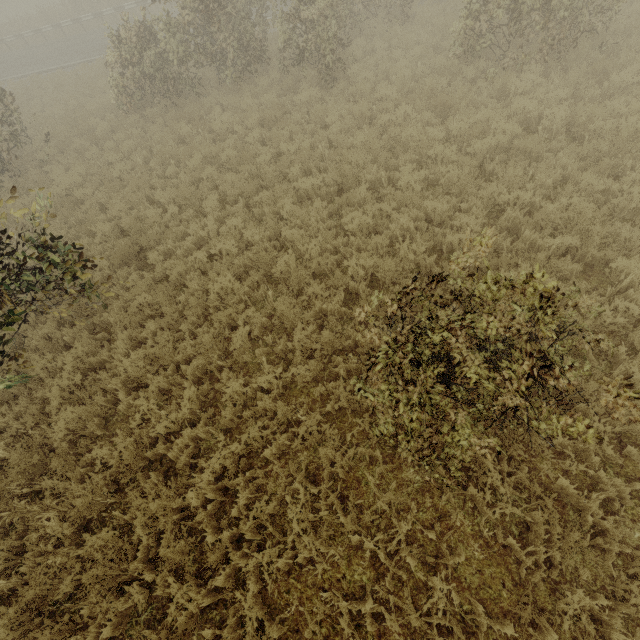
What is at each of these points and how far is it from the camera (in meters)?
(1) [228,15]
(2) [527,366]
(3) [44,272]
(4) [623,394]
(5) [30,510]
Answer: (1) tree, 11.24
(2) tree, 1.80
(3) tree, 4.52
(4) tree, 1.93
(5) tree, 4.86

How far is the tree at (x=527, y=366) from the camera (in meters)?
1.96

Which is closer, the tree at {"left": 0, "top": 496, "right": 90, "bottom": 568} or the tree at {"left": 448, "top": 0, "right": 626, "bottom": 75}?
the tree at {"left": 0, "top": 496, "right": 90, "bottom": 568}

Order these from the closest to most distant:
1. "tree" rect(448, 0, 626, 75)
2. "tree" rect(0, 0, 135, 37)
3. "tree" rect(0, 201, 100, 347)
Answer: "tree" rect(0, 201, 100, 347) → "tree" rect(448, 0, 626, 75) → "tree" rect(0, 0, 135, 37)

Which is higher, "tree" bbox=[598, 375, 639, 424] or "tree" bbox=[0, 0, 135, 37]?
"tree" bbox=[598, 375, 639, 424]

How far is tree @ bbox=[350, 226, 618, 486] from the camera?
2.0 meters

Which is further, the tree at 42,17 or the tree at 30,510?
the tree at 42,17

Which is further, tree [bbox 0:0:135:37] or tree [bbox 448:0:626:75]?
tree [bbox 0:0:135:37]
